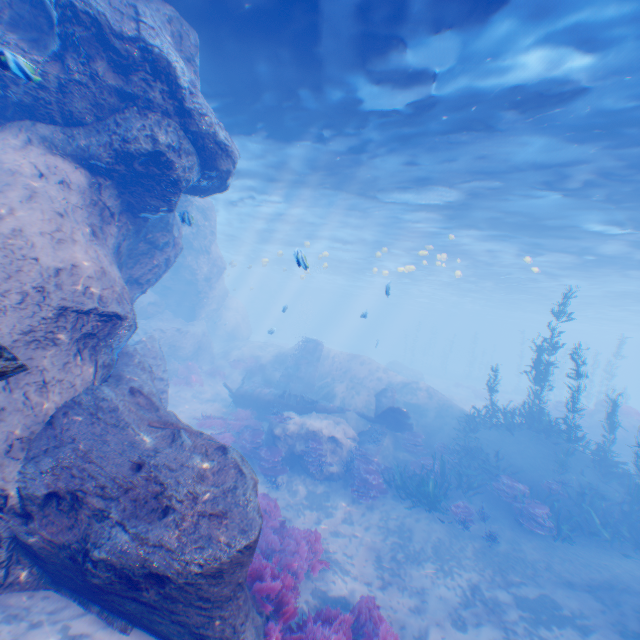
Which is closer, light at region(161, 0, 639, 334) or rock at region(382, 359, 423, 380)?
light at region(161, 0, 639, 334)

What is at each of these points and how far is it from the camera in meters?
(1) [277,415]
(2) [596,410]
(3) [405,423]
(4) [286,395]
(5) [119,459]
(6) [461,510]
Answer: (1) instancedfoliageactor, 15.5
(2) rock, 21.6
(3) plane, 16.0
(4) plane, 18.6
(5) rock, 5.3
(6) instancedfoliageactor, 11.8

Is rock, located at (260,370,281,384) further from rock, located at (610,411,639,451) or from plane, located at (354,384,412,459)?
rock, located at (610,411,639,451)

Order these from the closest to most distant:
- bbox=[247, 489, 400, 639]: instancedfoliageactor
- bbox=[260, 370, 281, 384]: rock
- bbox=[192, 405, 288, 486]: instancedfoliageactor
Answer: bbox=[247, 489, 400, 639]: instancedfoliageactor
bbox=[192, 405, 288, 486]: instancedfoliageactor
bbox=[260, 370, 281, 384]: rock

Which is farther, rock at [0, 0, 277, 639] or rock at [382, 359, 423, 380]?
rock at [382, 359, 423, 380]

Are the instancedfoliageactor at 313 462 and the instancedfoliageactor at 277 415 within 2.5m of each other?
yes

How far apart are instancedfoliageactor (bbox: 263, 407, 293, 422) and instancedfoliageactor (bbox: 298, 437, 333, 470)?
1.2m

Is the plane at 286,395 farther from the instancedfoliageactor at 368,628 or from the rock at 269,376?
the instancedfoliageactor at 368,628
